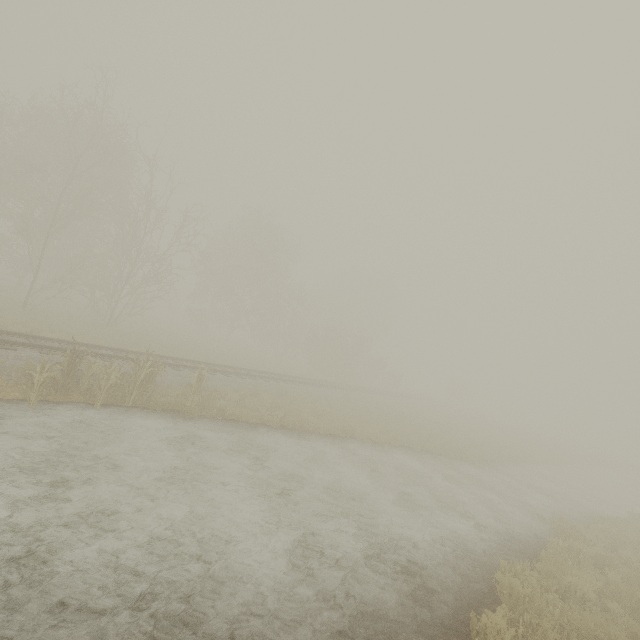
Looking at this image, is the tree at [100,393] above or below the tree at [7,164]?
below

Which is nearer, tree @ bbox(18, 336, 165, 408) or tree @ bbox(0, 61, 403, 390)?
tree @ bbox(18, 336, 165, 408)

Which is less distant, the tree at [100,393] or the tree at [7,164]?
the tree at [100,393]

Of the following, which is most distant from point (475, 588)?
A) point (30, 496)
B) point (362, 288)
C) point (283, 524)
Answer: point (362, 288)

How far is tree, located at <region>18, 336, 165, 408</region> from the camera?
8.55m

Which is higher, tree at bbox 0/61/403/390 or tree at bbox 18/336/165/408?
tree at bbox 0/61/403/390
